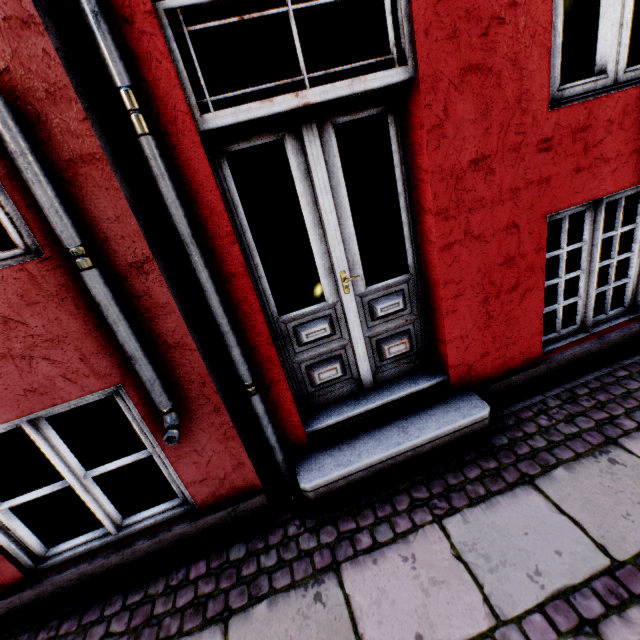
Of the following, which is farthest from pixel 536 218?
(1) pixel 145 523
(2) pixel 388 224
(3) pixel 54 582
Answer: (2) pixel 388 224
